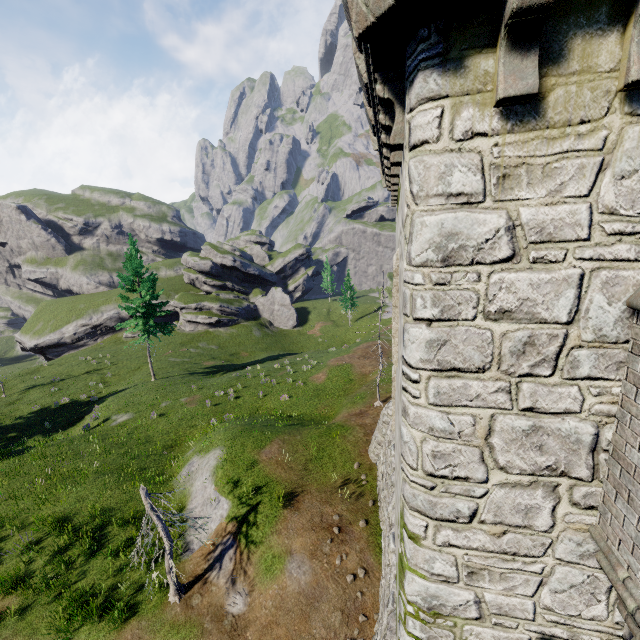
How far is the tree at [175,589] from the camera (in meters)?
10.22

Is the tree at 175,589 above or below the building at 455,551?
below

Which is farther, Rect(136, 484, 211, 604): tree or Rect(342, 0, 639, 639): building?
Rect(136, 484, 211, 604): tree

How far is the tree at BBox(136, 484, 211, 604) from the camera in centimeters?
1022cm

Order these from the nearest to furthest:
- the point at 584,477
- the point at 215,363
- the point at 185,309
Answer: the point at 584,477 < the point at 215,363 < the point at 185,309

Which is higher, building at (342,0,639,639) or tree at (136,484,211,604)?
building at (342,0,639,639)
